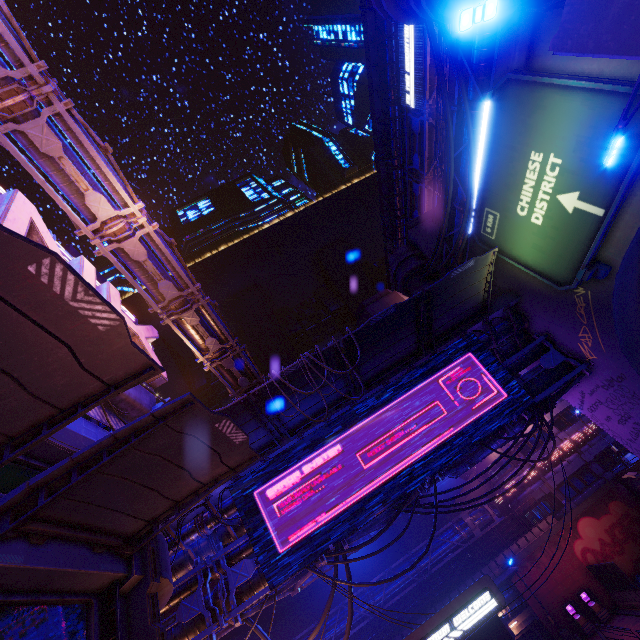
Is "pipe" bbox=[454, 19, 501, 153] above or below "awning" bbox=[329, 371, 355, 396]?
above

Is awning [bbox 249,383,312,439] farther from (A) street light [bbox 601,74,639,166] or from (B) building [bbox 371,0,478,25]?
(B) building [bbox 371,0,478,25]

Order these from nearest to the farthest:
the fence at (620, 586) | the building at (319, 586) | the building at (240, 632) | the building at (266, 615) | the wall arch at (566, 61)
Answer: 1. the wall arch at (566, 61)
2. the fence at (620, 586)
3. the building at (240, 632)
4. the building at (319, 586)
5. the building at (266, 615)

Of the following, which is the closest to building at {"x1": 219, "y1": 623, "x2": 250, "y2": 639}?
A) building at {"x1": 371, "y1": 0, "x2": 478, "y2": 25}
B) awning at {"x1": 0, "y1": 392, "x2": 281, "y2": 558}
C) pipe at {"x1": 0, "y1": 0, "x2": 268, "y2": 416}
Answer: pipe at {"x1": 0, "y1": 0, "x2": 268, "y2": 416}

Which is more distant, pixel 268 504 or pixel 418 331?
pixel 418 331

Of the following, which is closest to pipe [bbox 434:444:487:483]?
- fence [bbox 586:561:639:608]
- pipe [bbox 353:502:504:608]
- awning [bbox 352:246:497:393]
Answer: awning [bbox 352:246:497:393]

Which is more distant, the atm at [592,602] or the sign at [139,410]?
the atm at [592,602]

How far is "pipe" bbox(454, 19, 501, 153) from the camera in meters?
12.7 m
